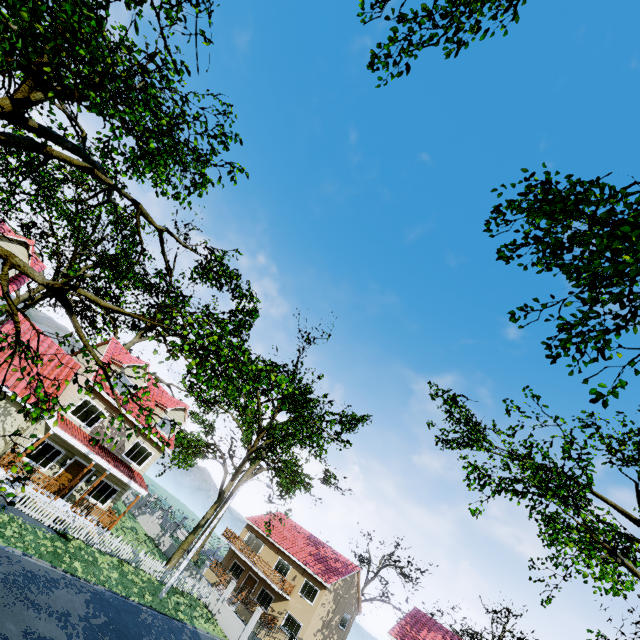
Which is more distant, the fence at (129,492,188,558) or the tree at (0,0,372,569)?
the fence at (129,492,188,558)

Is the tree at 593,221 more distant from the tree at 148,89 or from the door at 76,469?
the door at 76,469

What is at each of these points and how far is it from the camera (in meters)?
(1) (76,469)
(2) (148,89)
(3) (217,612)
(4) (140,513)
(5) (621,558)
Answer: (1) door, 21.02
(2) tree, 4.47
(3) fence, 24.91
(4) fence, 35.00
(5) tree, 17.72

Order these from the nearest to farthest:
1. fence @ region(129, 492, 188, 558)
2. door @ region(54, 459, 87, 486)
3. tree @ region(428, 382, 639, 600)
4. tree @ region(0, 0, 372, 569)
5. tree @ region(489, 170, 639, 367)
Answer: tree @ region(489, 170, 639, 367) < tree @ region(0, 0, 372, 569) < tree @ region(428, 382, 639, 600) < door @ region(54, 459, 87, 486) < fence @ region(129, 492, 188, 558)

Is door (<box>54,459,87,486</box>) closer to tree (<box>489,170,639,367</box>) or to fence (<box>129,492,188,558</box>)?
fence (<box>129,492,188,558</box>)

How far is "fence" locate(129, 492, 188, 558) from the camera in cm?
3098

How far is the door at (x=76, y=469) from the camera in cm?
2039

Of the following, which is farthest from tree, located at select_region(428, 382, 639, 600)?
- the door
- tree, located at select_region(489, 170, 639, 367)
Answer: the door
